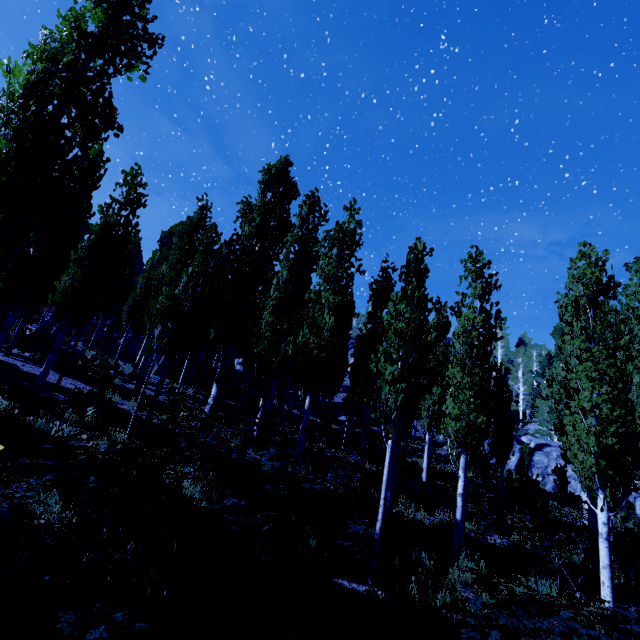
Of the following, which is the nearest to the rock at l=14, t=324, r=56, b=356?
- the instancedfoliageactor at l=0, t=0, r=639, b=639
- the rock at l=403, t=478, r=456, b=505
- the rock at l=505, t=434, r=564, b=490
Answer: the instancedfoliageactor at l=0, t=0, r=639, b=639

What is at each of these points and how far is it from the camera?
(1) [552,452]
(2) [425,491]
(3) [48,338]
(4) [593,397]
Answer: (1) rock, 29.0m
(2) rock, 14.0m
(3) rock, 19.2m
(4) instancedfoliageactor, 7.4m

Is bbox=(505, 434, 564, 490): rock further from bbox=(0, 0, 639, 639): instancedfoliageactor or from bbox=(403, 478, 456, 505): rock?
bbox=(403, 478, 456, 505): rock

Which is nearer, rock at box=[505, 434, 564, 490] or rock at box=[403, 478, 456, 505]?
rock at box=[403, 478, 456, 505]

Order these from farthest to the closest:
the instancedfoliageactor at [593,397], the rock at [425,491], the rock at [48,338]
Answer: the rock at [48,338], the rock at [425,491], the instancedfoliageactor at [593,397]

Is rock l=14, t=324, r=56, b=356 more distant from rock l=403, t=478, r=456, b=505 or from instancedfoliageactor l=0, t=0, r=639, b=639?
rock l=403, t=478, r=456, b=505

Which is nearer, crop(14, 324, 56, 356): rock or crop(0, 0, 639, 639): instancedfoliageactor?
crop(0, 0, 639, 639): instancedfoliageactor

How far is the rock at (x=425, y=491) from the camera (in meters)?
13.84
